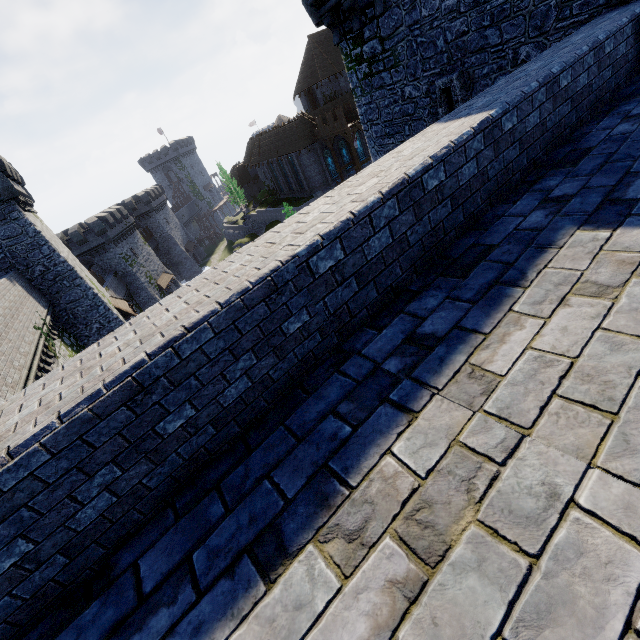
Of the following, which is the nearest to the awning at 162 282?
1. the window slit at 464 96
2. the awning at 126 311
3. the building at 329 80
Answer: the awning at 126 311

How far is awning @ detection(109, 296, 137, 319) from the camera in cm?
2627

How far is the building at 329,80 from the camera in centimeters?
4428cm

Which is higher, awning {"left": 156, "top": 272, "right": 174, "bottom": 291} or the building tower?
the building tower

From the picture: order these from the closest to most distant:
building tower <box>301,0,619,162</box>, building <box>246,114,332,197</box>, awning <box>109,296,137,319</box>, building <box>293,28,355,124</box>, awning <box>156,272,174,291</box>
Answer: building tower <box>301,0,619,162</box> → awning <box>109,296,137,319</box> → building <box>246,114,332,197</box> → building <box>293,28,355,124</box> → awning <box>156,272,174,291</box>

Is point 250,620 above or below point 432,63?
below

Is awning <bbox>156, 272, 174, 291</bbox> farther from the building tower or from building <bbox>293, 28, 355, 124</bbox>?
the building tower

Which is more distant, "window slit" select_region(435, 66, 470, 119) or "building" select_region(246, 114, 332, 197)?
"building" select_region(246, 114, 332, 197)
